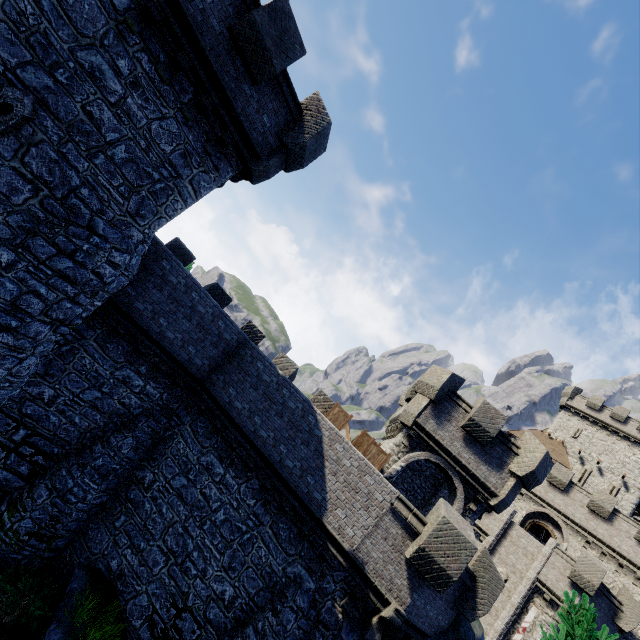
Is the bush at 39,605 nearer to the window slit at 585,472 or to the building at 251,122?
the building at 251,122

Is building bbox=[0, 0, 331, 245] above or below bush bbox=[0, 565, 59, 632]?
above

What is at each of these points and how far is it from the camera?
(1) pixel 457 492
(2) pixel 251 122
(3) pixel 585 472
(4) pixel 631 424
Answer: (1) building tower, 15.11m
(2) building, 9.63m
(3) window slit, 37.38m
(4) building, 38.28m

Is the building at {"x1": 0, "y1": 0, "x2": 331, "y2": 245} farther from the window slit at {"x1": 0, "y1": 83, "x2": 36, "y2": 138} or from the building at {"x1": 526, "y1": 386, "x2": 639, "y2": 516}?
the building at {"x1": 526, "y1": 386, "x2": 639, "y2": 516}

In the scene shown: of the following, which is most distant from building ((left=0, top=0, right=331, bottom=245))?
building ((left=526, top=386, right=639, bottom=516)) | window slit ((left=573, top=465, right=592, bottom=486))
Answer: window slit ((left=573, top=465, right=592, bottom=486))

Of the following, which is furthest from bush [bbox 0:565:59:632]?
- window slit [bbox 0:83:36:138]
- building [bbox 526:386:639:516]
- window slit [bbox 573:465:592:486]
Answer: window slit [bbox 573:465:592:486]

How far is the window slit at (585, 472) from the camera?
36.88m

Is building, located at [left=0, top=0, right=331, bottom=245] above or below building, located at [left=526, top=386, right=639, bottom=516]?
below
